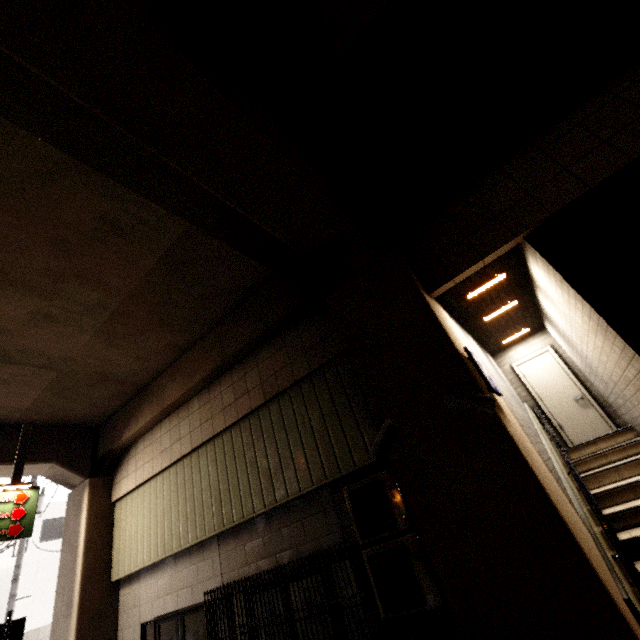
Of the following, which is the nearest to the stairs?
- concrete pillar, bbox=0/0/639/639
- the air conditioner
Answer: concrete pillar, bbox=0/0/639/639

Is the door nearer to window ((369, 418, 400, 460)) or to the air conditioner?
the air conditioner

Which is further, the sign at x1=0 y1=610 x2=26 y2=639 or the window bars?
the window bars

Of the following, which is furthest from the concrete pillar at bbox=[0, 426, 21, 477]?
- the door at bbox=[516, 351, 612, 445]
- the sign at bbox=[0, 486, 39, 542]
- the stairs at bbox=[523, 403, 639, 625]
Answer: the door at bbox=[516, 351, 612, 445]

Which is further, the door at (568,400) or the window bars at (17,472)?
the window bars at (17,472)

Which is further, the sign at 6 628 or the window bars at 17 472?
the window bars at 17 472

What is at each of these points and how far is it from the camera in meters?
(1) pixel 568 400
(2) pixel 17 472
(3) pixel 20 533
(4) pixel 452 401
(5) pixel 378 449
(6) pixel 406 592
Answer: (1) door, 7.4
(2) window bars, 7.8
(3) sign, 7.3
(4) window, 3.5
(5) window, 3.8
(6) air conditioner, 3.9

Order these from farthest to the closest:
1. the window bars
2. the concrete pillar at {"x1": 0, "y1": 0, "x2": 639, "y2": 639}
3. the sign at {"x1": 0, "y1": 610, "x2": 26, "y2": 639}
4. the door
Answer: the window bars
the door
the sign at {"x1": 0, "y1": 610, "x2": 26, "y2": 639}
the concrete pillar at {"x1": 0, "y1": 0, "x2": 639, "y2": 639}
